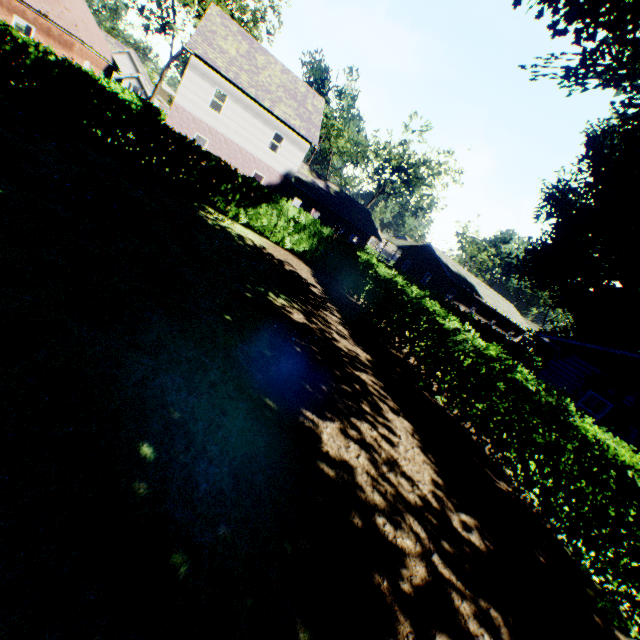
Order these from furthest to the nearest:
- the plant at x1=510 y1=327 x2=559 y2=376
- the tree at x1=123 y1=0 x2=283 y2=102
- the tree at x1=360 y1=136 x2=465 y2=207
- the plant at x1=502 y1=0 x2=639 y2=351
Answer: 1. the tree at x1=360 y1=136 x2=465 y2=207
2. the tree at x1=123 y1=0 x2=283 y2=102
3. the plant at x1=510 y1=327 x2=559 y2=376
4. the plant at x1=502 y1=0 x2=639 y2=351

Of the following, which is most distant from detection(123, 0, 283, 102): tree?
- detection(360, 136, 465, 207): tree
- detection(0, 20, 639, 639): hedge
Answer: detection(360, 136, 465, 207): tree

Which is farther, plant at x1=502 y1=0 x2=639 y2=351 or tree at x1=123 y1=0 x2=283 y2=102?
tree at x1=123 y1=0 x2=283 y2=102

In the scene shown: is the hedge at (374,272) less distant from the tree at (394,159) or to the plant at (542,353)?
the plant at (542,353)

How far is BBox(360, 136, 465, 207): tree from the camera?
40.1m

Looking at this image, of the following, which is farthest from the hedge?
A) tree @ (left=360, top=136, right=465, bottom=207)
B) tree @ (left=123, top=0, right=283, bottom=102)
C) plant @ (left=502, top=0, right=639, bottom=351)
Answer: tree @ (left=360, top=136, right=465, bottom=207)

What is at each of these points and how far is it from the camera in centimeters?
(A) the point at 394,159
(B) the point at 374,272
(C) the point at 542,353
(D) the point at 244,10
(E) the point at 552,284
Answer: (A) tree, 4072cm
(B) hedge, 1432cm
(C) plant, 2834cm
(D) tree, 3375cm
(E) plant, 2834cm

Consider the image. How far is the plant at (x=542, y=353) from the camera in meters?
26.4 m
